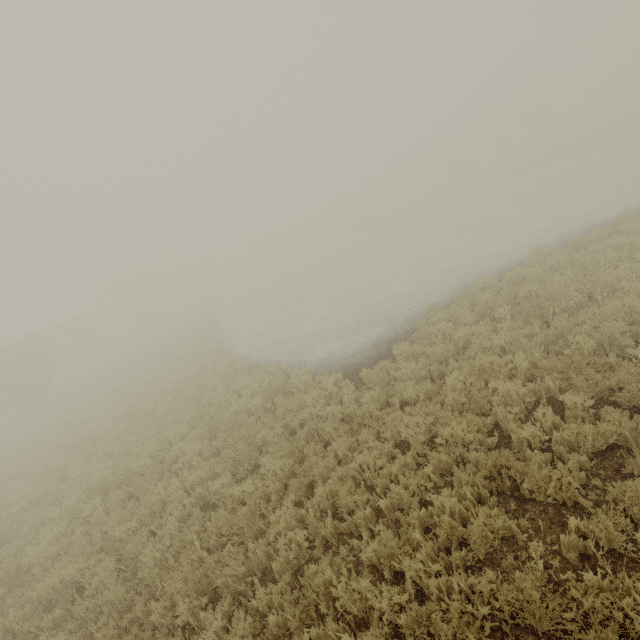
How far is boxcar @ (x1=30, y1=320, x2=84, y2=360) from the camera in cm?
3638

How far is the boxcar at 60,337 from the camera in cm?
3638

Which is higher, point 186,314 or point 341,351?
point 186,314
